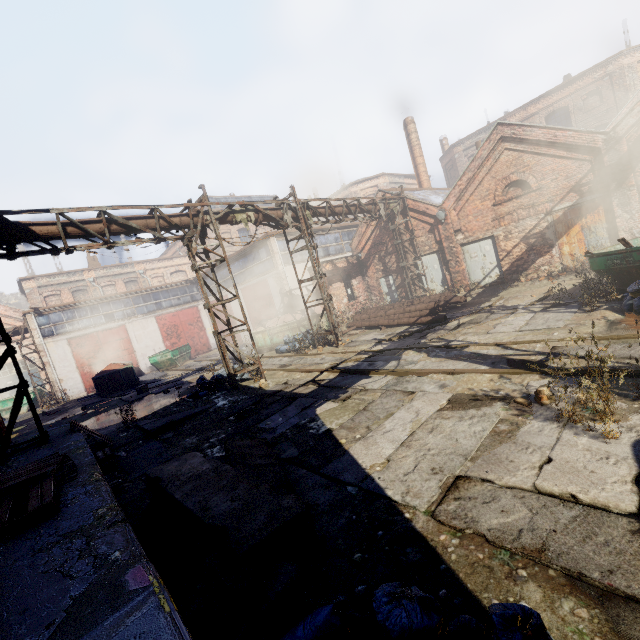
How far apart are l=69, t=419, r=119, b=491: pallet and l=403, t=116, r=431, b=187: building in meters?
24.4

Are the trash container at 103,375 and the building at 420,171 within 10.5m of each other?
no

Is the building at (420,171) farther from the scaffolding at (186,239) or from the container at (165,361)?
the container at (165,361)

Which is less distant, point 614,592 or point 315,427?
point 614,592

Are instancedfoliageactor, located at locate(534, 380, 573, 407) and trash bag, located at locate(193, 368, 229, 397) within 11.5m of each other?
yes

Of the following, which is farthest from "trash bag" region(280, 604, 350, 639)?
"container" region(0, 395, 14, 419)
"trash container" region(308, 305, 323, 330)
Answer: "container" region(0, 395, 14, 419)

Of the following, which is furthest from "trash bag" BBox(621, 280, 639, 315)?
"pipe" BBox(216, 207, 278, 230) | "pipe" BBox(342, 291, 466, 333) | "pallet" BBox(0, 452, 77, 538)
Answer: "pallet" BBox(0, 452, 77, 538)

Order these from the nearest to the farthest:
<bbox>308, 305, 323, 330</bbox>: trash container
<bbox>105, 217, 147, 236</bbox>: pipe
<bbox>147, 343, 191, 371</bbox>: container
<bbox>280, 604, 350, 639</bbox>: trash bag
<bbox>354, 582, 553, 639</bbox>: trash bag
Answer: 1. <bbox>354, 582, 553, 639</bbox>: trash bag
2. <bbox>280, 604, 350, 639</bbox>: trash bag
3. <bbox>105, 217, 147, 236</bbox>: pipe
4. <bbox>308, 305, 323, 330</bbox>: trash container
5. <bbox>147, 343, 191, 371</bbox>: container
